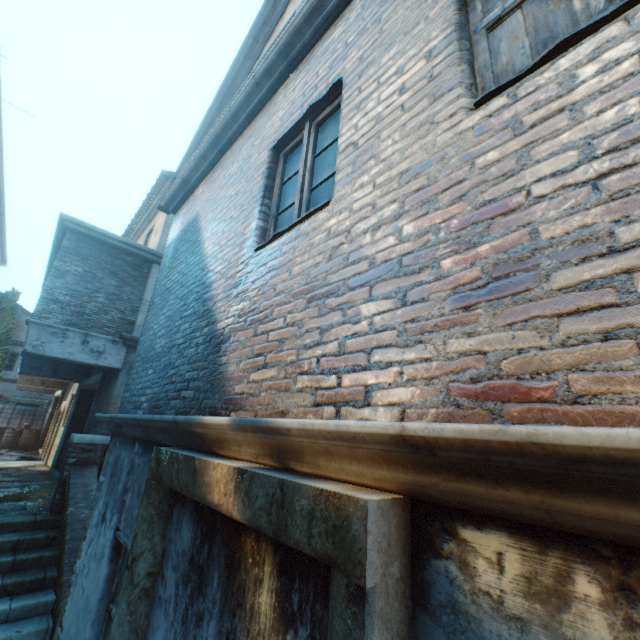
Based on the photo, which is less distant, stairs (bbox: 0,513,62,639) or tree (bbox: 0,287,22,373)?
stairs (bbox: 0,513,62,639)

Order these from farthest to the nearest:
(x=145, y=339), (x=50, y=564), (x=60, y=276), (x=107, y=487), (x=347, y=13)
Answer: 1. (x=60, y=276)
2. (x=50, y=564)
3. (x=145, y=339)
4. (x=107, y=487)
5. (x=347, y=13)

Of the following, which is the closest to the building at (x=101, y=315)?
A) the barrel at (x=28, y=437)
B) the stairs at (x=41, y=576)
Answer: the stairs at (x=41, y=576)

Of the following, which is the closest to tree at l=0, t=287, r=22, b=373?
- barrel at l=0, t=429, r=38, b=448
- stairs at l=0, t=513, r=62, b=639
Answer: barrel at l=0, t=429, r=38, b=448

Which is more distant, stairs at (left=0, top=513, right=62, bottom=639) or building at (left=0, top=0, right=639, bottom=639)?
stairs at (left=0, top=513, right=62, bottom=639)

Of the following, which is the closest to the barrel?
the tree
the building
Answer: the tree

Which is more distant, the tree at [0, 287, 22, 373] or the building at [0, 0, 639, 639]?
the tree at [0, 287, 22, 373]

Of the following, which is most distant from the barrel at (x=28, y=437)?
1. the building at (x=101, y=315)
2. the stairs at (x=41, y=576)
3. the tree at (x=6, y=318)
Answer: the stairs at (x=41, y=576)
